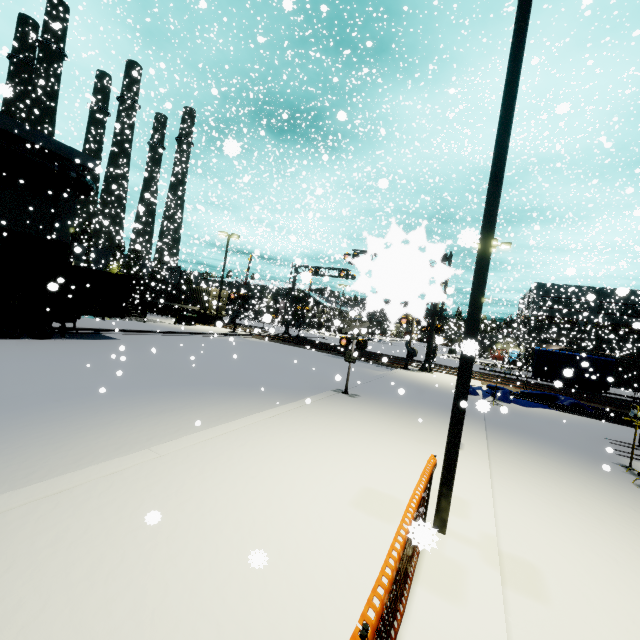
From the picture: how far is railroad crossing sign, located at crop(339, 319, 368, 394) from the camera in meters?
11.9 m

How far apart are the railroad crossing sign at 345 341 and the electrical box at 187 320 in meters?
21.7

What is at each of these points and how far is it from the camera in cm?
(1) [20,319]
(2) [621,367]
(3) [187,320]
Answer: (1) semi trailer, 1421
(2) semi trailer, 2845
(3) electrical box, 3027

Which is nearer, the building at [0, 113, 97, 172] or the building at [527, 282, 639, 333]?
the building at [0, 113, 97, 172]

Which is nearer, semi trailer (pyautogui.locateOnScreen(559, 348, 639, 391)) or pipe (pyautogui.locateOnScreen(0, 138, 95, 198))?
pipe (pyautogui.locateOnScreen(0, 138, 95, 198))

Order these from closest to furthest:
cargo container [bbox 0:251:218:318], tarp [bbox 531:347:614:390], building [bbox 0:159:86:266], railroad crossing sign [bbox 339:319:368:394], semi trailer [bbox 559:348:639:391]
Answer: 1. railroad crossing sign [bbox 339:319:368:394]
2. cargo container [bbox 0:251:218:318]
3. building [bbox 0:159:86:266]
4. tarp [bbox 531:347:614:390]
5. semi trailer [bbox 559:348:639:391]

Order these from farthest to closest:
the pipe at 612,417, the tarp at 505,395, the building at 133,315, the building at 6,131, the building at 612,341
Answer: the building at 612,341 < the building at 133,315 < the building at 6,131 < the tarp at 505,395 < the pipe at 612,417

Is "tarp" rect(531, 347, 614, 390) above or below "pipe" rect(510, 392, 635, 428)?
above
